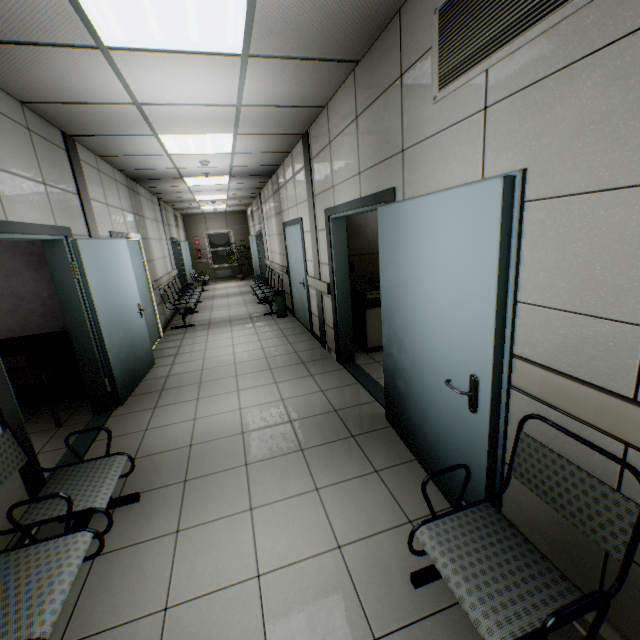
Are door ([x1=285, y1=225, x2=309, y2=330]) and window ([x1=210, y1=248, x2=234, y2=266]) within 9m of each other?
no

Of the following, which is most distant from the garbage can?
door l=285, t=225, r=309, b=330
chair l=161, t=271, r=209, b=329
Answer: chair l=161, t=271, r=209, b=329

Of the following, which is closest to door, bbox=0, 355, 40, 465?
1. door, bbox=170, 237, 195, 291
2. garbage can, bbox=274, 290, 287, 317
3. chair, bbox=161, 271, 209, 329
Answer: chair, bbox=161, 271, 209, 329

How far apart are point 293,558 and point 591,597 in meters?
1.5 m

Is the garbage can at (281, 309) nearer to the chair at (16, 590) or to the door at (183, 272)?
the door at (183, 272)

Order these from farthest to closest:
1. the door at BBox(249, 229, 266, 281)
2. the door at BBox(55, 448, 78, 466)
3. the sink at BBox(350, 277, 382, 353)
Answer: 1. the door at BBox(249, 229, 266, 281)
2. the sink at BBox(350, 277, 382, 353)
3. the door at BBox(55, 448, 78, 466)

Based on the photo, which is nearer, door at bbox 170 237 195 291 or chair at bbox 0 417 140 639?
chair at bbox 0 417 140 639

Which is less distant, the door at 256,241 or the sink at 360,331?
the sink at 360,331
